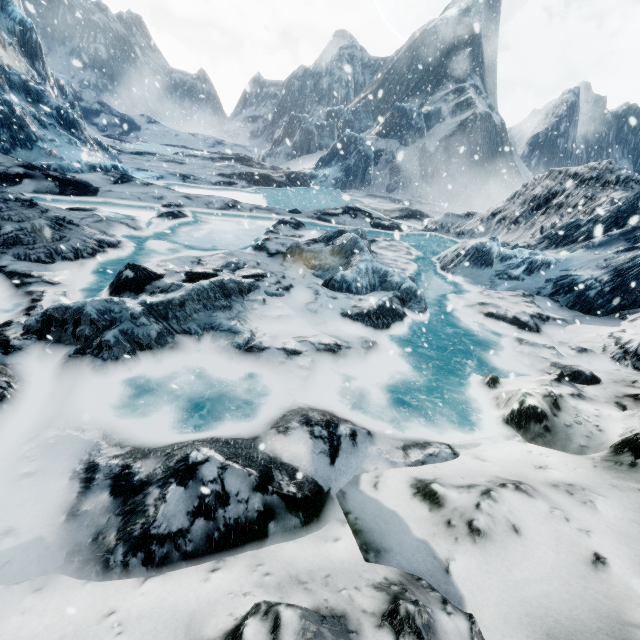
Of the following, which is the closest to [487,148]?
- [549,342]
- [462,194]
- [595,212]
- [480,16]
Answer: [462,194]
